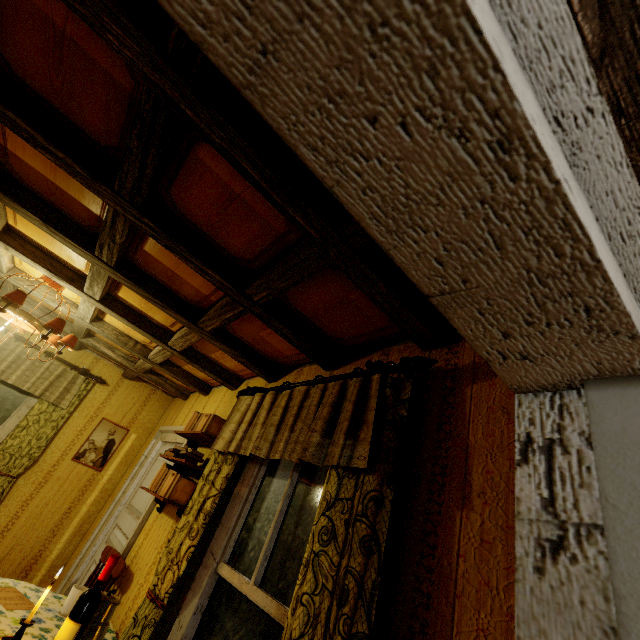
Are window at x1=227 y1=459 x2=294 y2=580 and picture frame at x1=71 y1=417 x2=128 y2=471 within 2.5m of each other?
no

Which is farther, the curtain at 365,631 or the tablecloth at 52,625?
the tablecloth at 52,625

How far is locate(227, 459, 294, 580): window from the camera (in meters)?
1.91

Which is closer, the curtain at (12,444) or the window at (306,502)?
the window at (306,502)

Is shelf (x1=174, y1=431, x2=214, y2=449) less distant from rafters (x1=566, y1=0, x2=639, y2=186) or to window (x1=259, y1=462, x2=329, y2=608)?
window (x1=259, y1=462, x2=329, y2=608)

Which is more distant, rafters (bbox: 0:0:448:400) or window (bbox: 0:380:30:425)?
window (bbox: 0:380:30:425)

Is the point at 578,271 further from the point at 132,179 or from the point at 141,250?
the point at 141,250

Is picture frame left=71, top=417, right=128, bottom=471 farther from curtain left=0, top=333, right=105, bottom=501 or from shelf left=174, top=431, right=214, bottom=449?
shelf left=174, top=431, right=214, bottom=449
